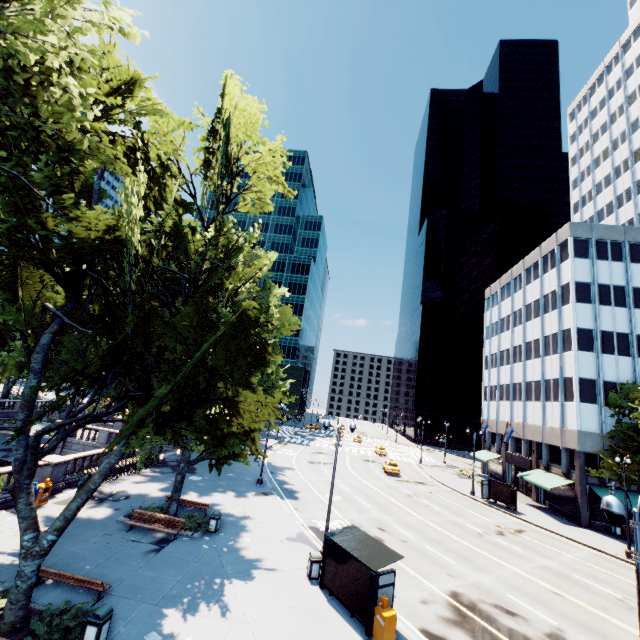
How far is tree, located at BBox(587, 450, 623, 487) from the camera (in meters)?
27.96

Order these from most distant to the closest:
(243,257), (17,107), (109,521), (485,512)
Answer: (485,512), (243,257), (109,521), (17,107)

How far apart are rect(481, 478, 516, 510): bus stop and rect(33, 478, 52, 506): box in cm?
3855

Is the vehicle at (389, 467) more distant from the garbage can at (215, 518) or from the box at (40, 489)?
the box at (40, 489)

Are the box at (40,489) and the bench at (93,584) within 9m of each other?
yes

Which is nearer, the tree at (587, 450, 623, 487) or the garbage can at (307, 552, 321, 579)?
the garbage can at (307, 552, 321, 579)

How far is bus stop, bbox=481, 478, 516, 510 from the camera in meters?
33.3

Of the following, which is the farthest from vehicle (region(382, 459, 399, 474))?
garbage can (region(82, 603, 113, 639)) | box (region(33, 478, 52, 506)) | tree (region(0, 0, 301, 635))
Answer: garbage can (region(82, 603, 113, 639))
